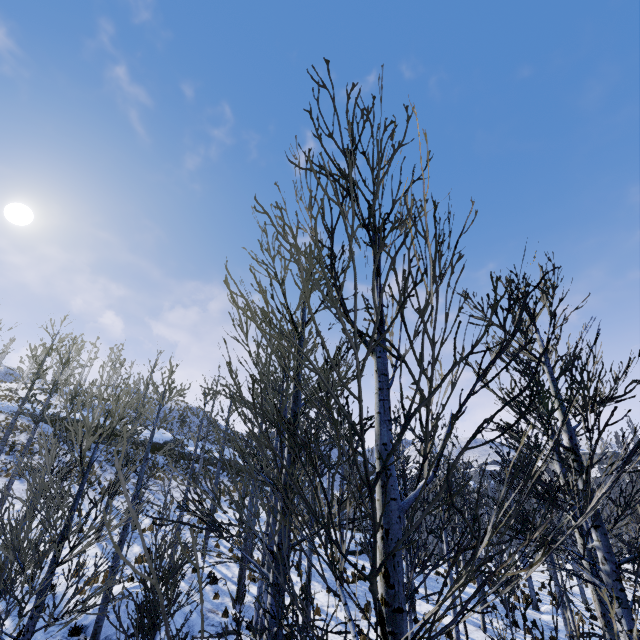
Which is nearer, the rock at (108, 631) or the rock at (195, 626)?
the rock at (108, 631)

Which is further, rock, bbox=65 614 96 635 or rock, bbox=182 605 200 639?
rock, bbox=182 605 200 639

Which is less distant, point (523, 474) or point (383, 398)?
point (383, 398)

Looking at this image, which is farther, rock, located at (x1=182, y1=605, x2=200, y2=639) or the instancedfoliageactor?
rock, located at (x1=182, y1=605, x2=200, y2=639)

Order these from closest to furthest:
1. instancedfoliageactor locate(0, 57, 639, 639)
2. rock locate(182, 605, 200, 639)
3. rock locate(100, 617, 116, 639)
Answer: instancedfoliageactor locate(0, 57, 639, 639) → rock locate(100, 617, 116, 639) → rock locate(182, 605, 200, 639)
